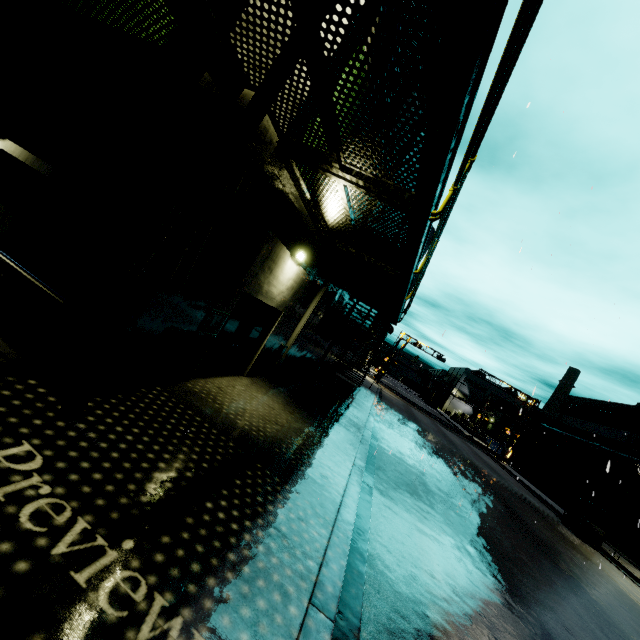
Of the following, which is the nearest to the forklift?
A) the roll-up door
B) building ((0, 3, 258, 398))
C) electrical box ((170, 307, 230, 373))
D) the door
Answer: the roll-up door

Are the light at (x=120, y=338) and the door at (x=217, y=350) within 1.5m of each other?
no

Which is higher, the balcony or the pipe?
the pipe

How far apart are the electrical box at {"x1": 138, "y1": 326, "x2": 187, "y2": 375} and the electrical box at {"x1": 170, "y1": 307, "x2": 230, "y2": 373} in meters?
0.2

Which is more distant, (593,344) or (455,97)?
(593,344)

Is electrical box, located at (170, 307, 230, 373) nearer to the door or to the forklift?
the door

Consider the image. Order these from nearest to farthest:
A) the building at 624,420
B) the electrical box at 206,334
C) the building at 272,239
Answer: the building at 272,239 → the electrical box at 206,334 → the building at 624,420

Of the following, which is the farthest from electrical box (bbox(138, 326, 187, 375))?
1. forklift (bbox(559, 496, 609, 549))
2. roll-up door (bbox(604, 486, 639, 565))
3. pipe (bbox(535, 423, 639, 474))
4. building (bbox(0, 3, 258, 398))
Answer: roll-up door (bbox(604, 486, 639, 565))
